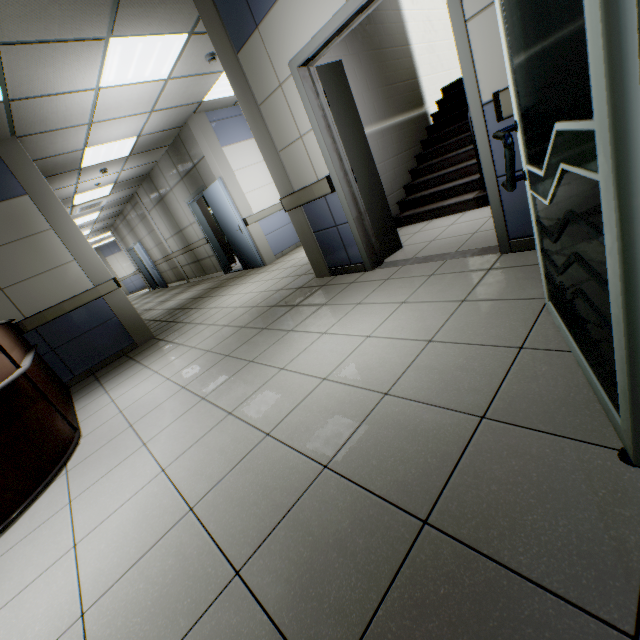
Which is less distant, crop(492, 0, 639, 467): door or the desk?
crop(492, 0, 639, 467): door

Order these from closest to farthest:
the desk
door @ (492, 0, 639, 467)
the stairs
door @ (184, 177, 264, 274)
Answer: door @ (492, 0, 639, 467) < the desk < the stairs < door @ (184, 177, 264, 274)

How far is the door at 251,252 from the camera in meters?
6.9

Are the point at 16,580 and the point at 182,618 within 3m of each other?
yes

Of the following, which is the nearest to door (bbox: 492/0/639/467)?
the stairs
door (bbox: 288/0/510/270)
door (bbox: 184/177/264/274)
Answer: door (bbox: 288/0/510/270)

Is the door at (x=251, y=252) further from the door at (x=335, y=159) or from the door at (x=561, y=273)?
the door at (x=561, y=273)

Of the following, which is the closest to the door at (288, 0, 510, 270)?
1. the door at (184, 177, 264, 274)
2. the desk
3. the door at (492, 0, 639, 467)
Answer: the door at (492, 0, 639, 467)

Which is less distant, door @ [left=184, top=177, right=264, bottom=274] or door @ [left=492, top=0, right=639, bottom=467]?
door @ [left=492, top=0, right=639, bottom=467]
